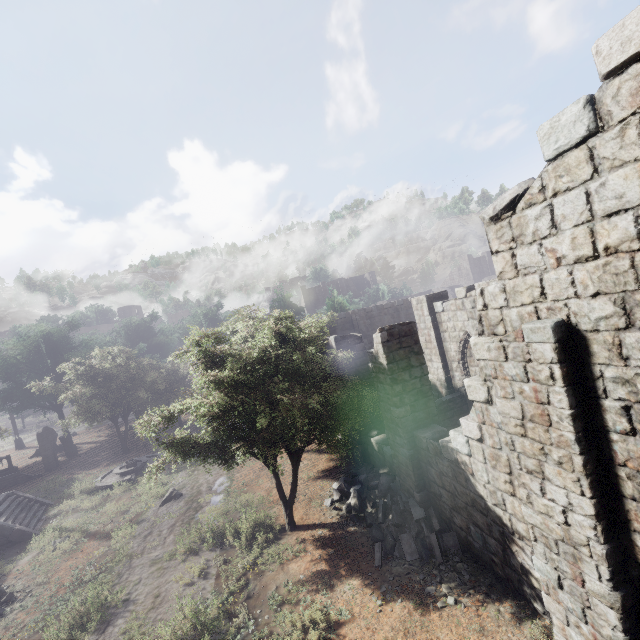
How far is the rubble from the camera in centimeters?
873cm

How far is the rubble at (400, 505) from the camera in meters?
8.7 m

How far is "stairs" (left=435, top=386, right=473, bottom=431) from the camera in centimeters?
1406cm

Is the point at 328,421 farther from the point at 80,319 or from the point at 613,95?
the point at 80,319

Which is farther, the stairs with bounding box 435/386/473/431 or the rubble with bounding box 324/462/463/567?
the stairs with bounding box 435/386/473/431

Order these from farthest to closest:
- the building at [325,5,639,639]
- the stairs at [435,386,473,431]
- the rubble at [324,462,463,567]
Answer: the stairs at [435,386,473,431] → the rubble at [324,462,463,567] → the building at [325,5,639,639]

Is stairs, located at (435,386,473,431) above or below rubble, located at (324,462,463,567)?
above

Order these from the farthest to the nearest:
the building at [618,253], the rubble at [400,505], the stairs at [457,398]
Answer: the stairs at [457,398] → the rubble at [400,505] → the building at [618,253]
